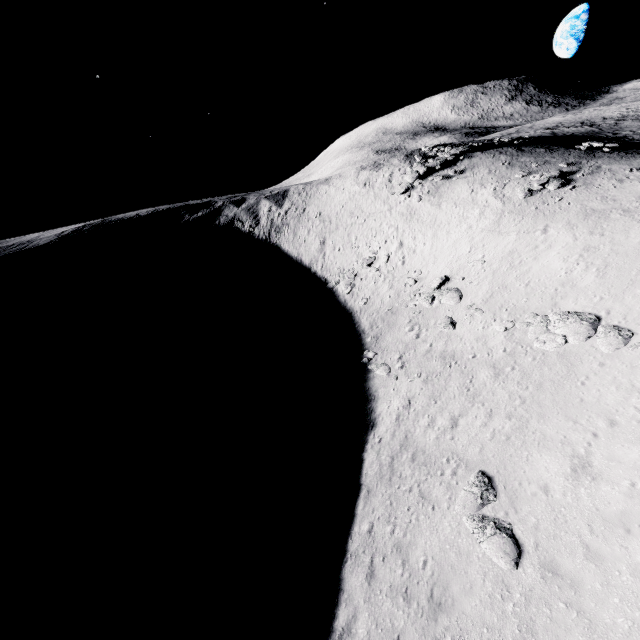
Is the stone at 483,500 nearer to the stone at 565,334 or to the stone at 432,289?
the stone at 565,334

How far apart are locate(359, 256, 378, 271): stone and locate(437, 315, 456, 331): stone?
10.19m

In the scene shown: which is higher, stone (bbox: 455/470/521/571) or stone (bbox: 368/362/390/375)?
stone (bbox: 455/470/521/571)

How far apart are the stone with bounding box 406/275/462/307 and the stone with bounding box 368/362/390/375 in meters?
5.1 m

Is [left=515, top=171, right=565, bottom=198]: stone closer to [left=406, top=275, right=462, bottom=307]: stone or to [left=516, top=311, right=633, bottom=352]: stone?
[left=406, top=275, right=462, bottom=307]: stone

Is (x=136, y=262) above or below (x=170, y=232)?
below

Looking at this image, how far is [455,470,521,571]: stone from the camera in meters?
9.0 m

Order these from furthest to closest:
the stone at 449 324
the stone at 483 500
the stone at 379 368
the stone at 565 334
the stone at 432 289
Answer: the stone at 432 289, the stone at 449 324, the stone at 379 368, the stone at 565 334, the stone at 483 500
